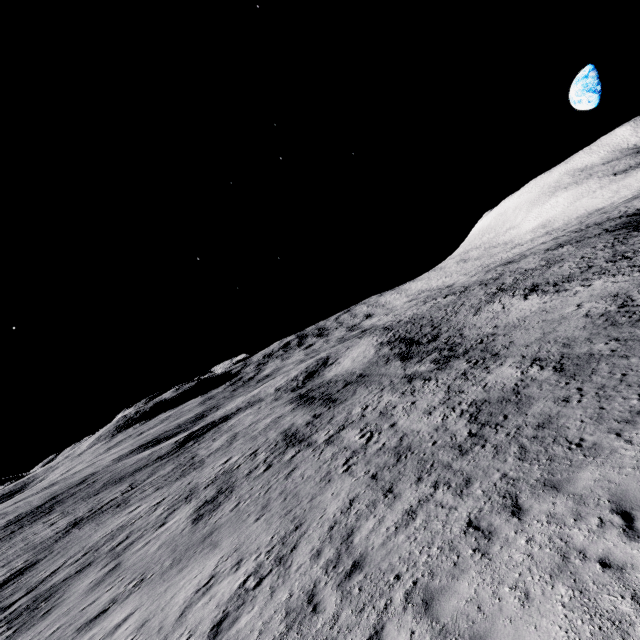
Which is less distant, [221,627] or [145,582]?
[221,627]
